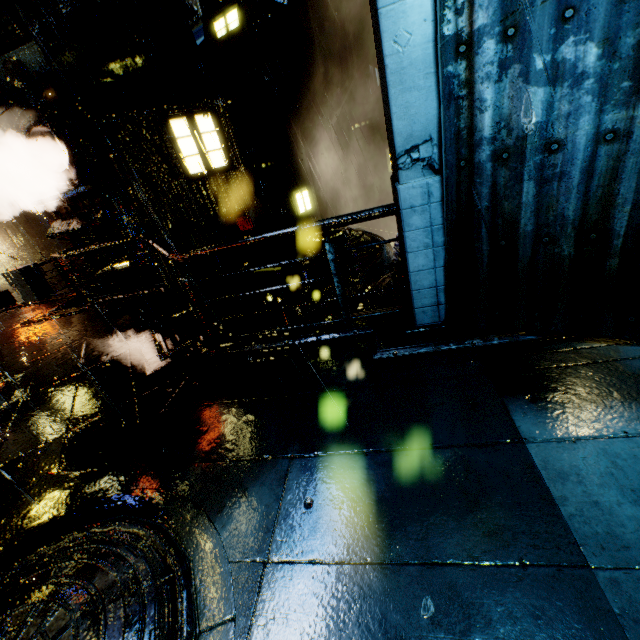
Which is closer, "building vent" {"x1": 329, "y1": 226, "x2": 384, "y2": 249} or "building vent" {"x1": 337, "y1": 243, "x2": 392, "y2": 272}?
"building vent" {"x1": 337, "y1": 243, "x2": 392, "y2": 272}

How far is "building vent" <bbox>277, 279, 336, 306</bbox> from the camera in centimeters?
1331cm

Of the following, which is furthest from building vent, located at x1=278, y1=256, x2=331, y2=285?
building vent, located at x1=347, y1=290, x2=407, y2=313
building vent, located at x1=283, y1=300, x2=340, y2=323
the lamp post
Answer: the lamp post

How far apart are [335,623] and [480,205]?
3.6m

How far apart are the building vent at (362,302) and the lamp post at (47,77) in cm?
1331

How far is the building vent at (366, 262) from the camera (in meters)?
13.15

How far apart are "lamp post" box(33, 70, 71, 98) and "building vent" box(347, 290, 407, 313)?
13.3 meters
